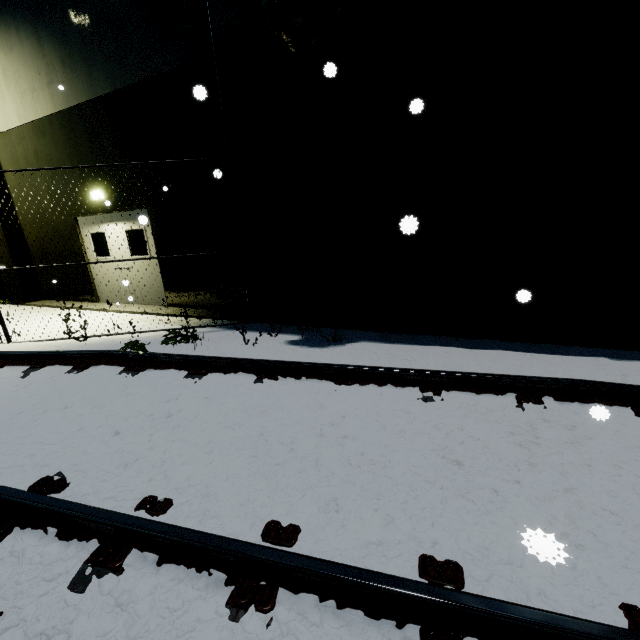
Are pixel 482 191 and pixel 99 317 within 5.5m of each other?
no
